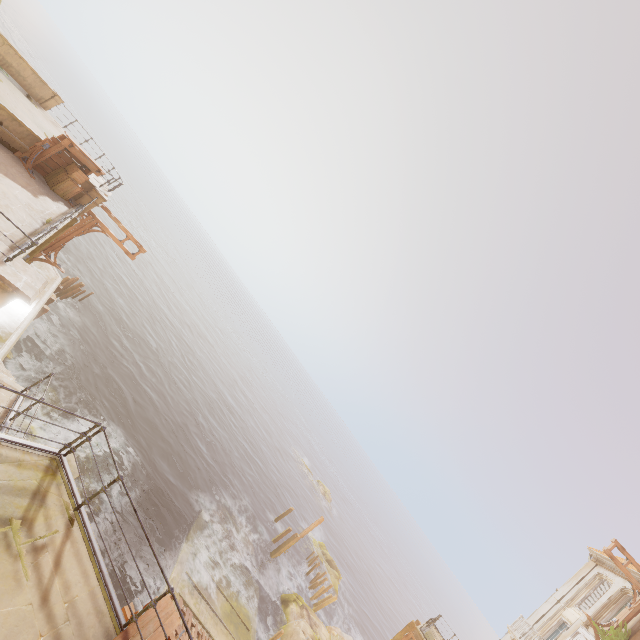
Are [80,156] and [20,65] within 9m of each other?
yes

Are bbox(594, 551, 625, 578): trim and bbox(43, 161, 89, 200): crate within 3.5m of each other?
no

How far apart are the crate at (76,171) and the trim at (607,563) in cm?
3745

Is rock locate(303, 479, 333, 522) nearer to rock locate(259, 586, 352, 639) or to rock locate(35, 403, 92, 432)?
rock locate(259, 586, 352, 639)

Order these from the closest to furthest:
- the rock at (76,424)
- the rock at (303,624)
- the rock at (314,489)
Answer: the rock at (76,424), the rock at (303,624), the rock at (314,489)

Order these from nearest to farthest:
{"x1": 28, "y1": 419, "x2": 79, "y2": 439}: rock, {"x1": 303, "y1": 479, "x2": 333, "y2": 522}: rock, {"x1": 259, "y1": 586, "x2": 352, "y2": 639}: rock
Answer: {"x1": 28, "y1": 419, "x2": 79, "y2": 439}: rock
{"x1": 259, "y1": 586, "x2": 352, "y2": 639}: rock
{"x1": 303, "y1": 479, "x2": 333, "y2": 522}: rock

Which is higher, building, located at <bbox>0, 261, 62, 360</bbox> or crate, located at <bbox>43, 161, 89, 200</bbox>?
crate, located at <bbox>43, 161, 89, 200</bbox>

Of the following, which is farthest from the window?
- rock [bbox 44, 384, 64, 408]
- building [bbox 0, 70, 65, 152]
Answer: building [bbox 0, 70, 65, 152]
